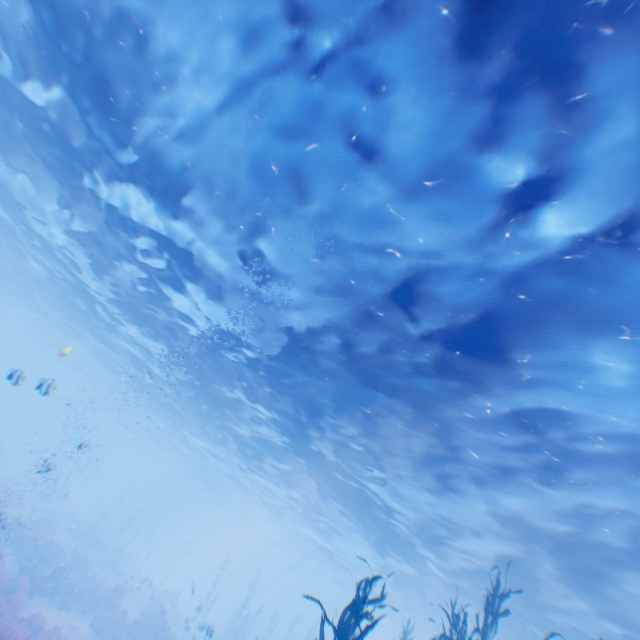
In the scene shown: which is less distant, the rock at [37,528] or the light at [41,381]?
the light at [41,381]

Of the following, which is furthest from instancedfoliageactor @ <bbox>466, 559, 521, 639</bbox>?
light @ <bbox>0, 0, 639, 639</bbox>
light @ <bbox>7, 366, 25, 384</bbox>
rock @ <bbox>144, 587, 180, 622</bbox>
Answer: rock @ <bbox>144, 587, 180, 622</bbox>

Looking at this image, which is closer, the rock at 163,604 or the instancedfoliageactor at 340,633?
the instancedfoliageactor at 340,633

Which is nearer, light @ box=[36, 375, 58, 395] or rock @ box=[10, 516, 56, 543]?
light @ box=[36, 375, 58, 395]

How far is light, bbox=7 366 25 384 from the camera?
8.8m

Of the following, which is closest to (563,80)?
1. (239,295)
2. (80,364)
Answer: (239,295)

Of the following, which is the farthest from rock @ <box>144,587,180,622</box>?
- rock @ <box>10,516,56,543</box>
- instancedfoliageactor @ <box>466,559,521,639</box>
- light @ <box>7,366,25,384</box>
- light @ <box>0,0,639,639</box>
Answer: light @ <box>7,366,25,384</box>

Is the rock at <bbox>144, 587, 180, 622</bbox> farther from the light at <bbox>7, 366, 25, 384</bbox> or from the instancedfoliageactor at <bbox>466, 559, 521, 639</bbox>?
the light at <bbox>7, 366, 25, 384</bbox>
